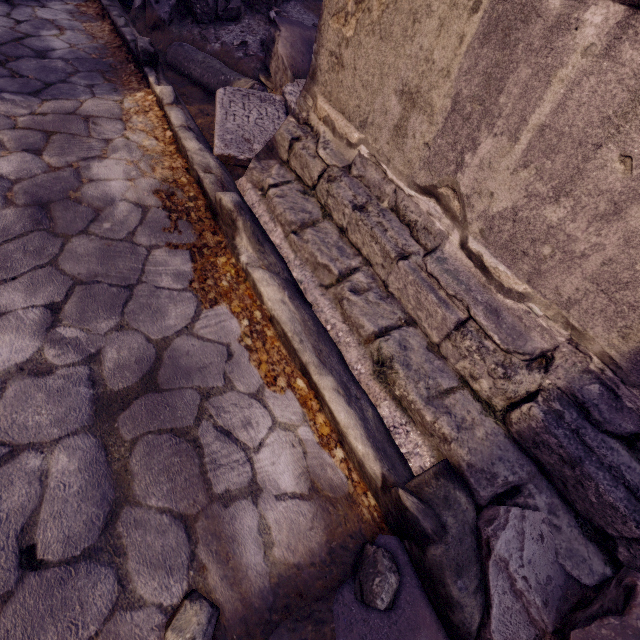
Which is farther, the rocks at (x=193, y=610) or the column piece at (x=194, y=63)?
the column piece at (x=194, y=63)

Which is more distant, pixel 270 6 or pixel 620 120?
pixel 270 6

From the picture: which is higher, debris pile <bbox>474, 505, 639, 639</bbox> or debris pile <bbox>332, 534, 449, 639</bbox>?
debris pile <bbox>474, 505, 639, 639</bbox>

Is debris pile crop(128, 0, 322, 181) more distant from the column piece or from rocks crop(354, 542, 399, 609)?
rocks crop(354, 542, 399, 609)

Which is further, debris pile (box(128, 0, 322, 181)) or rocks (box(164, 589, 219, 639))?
debris pile (box(128, 0, 322, 181))

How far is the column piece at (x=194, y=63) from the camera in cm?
307

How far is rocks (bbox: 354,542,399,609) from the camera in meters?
1.1 m

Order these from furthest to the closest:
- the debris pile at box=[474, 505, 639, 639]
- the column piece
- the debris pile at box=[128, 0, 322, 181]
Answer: the column piece < the debris pile at box=[128, 0, 322, 181] < the debris pile at box=[474, 505, 639, 639]
